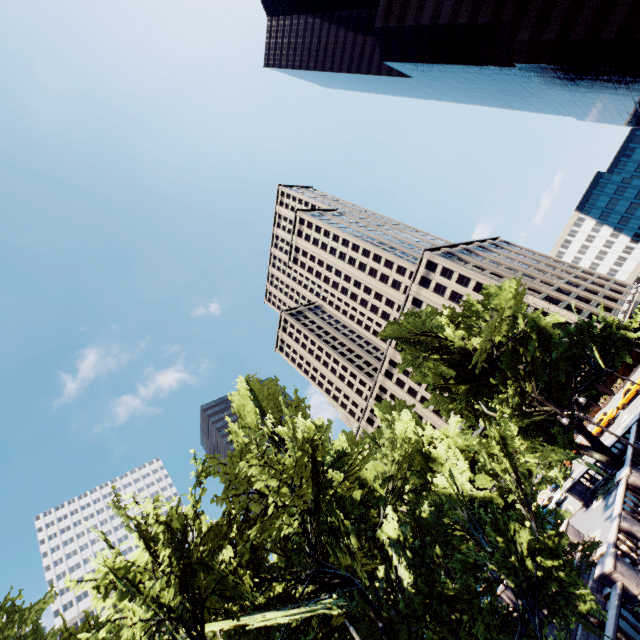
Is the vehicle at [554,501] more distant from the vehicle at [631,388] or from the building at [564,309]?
the building at [564,309]

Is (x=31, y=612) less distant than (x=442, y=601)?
Yes

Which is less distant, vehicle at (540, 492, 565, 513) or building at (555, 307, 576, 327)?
vehicle at (540, 492, 565, 513)

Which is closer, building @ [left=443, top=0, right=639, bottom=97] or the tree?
the tree

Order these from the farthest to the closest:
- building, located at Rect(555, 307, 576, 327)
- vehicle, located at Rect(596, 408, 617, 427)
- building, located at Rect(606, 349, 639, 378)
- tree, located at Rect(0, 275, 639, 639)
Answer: building, located at Rect(555, 307, 576, 327)
building, located at Rect(606, 349, 639, 378)
vehicle, located at Rect(596, 408, 617, 427)
tree, located at Rect(0, 275, 639, 639)

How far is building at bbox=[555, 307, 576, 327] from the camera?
58.4m

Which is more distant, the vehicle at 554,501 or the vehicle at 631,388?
the vehicle at 631,388
